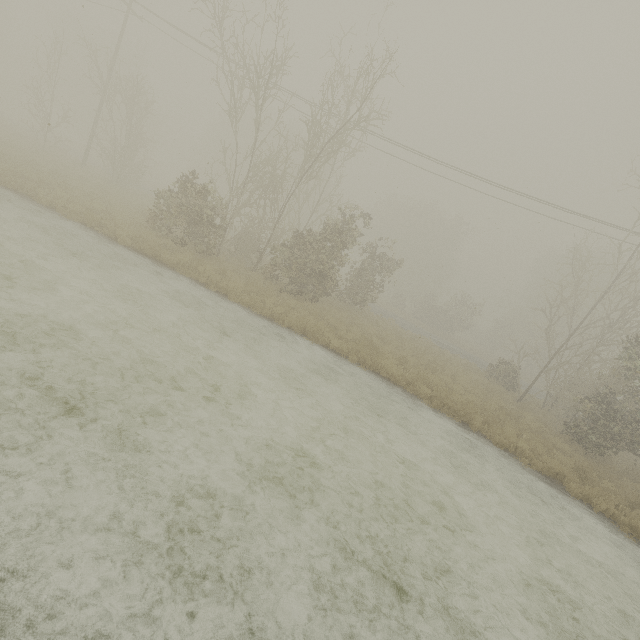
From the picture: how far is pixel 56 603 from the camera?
2.99m
